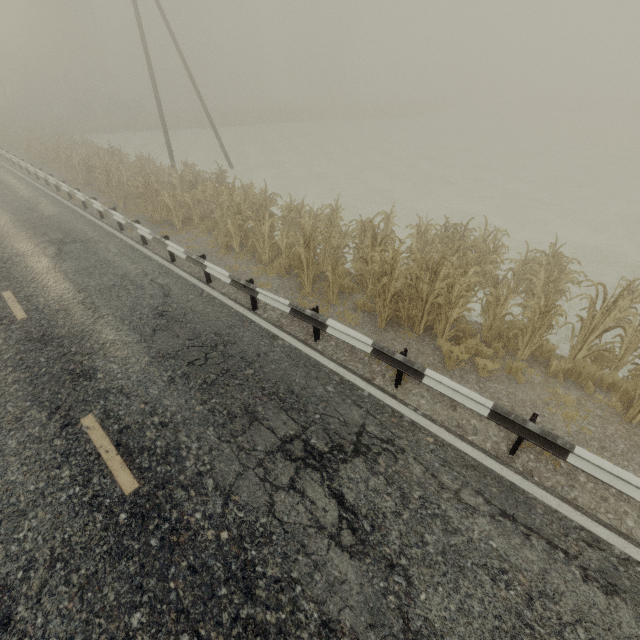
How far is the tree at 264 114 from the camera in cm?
4074

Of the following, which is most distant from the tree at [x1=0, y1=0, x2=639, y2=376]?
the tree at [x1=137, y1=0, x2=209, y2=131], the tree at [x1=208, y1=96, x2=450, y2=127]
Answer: the tree at [x1=208, y1=96, x2=450, y2=127]

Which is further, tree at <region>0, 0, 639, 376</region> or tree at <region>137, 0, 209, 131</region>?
tree at <region>137, 0, 209, 131</region>

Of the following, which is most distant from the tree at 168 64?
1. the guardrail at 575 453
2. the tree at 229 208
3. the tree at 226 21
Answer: the guardrail at 575 453

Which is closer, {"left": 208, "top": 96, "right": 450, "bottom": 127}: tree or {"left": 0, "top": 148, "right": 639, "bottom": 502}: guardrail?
{"left": 0, "top": 148, "right": 639, "bottom": 502}: guardrail

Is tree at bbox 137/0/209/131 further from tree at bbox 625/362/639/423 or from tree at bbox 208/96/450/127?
tree at bbox 208/96/450/127

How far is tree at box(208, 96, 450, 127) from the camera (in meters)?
40.74

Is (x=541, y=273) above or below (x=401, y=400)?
above
